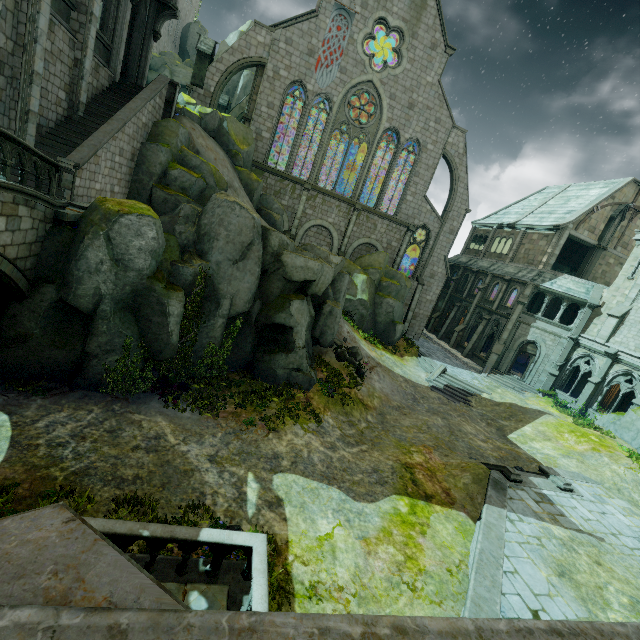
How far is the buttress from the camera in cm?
3547

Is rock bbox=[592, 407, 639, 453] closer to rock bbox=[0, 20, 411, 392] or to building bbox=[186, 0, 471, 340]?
building bbox=[186, 0, 471, 340]

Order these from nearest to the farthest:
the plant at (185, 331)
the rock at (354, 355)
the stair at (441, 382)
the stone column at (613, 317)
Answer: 1. the plant at (185, 331)
2. the rock at (354, 355)
3. the stair at (441, 382)
4. the stone column at (613, 317)

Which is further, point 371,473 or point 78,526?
point 371,473

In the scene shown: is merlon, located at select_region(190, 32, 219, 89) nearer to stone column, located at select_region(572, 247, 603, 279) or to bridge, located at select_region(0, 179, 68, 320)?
bridge, located at select_region(0, 179, 68, 320)

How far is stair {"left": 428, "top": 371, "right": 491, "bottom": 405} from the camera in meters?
23.7

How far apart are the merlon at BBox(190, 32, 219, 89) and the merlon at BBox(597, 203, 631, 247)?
36.3 meters

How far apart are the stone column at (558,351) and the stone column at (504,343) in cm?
287
